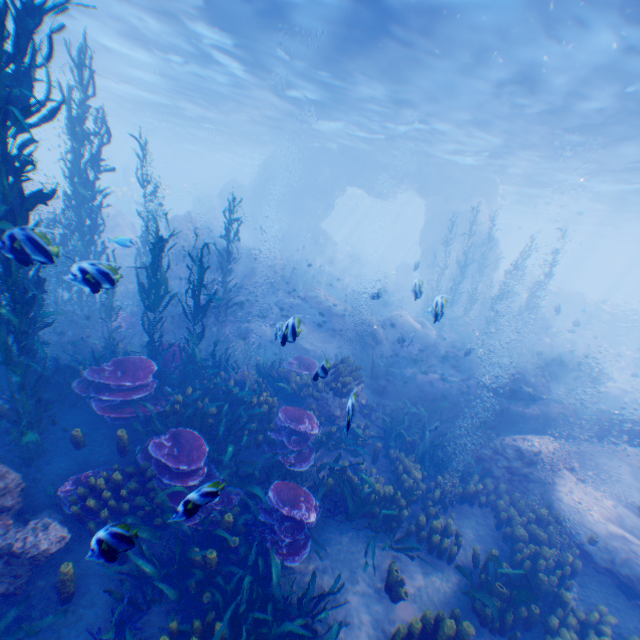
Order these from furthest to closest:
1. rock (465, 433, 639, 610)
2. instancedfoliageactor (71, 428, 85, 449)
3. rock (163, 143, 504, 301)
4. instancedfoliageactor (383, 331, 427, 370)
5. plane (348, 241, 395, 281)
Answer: plane (348, 241, 395, 281) → rock (163, 143, 504, 301) → instancedfoliageactor (383, 331, 427, 370) → rock (465, 433, 639, 610) → instancedfoliageactor (71, 428, 85, 449)

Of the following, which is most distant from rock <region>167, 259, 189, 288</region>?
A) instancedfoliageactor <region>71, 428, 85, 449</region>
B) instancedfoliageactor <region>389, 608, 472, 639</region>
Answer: A: instancedfoliageactor <region>389, 608, 472, 639</region>

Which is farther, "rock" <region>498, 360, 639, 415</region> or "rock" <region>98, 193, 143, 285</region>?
"rock" <region>498, 360, 639, 415</region>

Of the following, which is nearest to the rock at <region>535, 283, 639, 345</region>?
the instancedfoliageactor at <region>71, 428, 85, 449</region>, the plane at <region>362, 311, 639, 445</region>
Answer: the plane at <region>362, 311, 639, 445</region>

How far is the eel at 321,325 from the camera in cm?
1633

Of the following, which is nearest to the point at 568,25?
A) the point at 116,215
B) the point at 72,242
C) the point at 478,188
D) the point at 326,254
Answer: the point at 478,188

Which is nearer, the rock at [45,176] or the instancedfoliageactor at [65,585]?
the instancedfoliageactor at [65,585]

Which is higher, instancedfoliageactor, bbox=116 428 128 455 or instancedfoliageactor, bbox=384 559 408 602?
instancedfoliageactor, bbox=116 428 128 455
